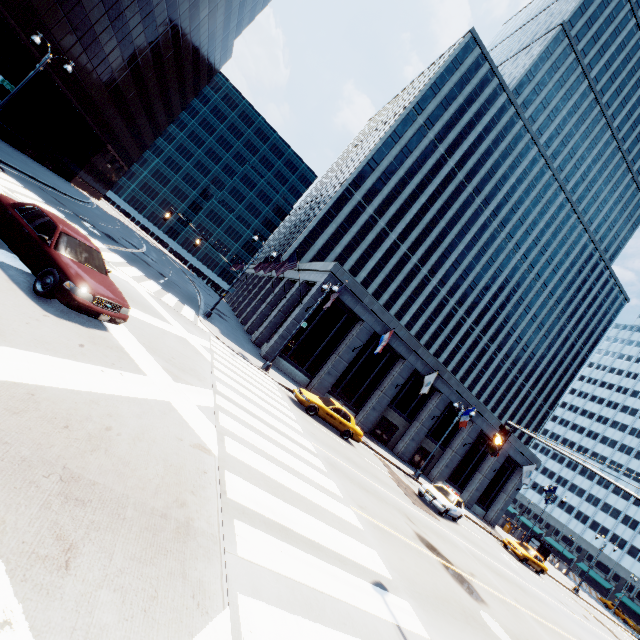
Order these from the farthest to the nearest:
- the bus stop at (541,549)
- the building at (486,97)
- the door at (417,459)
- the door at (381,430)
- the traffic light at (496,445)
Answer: the bus stop at (541,549), the door at (417,459), the door at (381,430), the building at (486,97), the traffic light at (496,445)

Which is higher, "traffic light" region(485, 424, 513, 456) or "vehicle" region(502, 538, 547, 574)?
"traffic light" region(485, 424, 513, 456)

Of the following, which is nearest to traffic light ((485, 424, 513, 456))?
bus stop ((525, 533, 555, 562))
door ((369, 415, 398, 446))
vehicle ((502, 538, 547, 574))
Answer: door ((369, 415, 398, 446))

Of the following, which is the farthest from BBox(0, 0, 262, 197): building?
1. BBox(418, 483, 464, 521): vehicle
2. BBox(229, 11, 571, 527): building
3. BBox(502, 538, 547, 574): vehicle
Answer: BBox(502, 538, 547, 574): vehicle

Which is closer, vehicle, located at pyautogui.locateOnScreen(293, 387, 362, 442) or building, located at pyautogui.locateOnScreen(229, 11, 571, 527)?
vehicle, located at pyautogui.locateOnScreen(293, 387, 362, 442)

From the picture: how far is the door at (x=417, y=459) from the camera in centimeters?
3350cm

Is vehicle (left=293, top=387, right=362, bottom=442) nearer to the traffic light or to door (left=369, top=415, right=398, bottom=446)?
door (left=369, top=415, right=398, bottom=446)

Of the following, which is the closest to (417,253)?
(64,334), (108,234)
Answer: (108,234)
